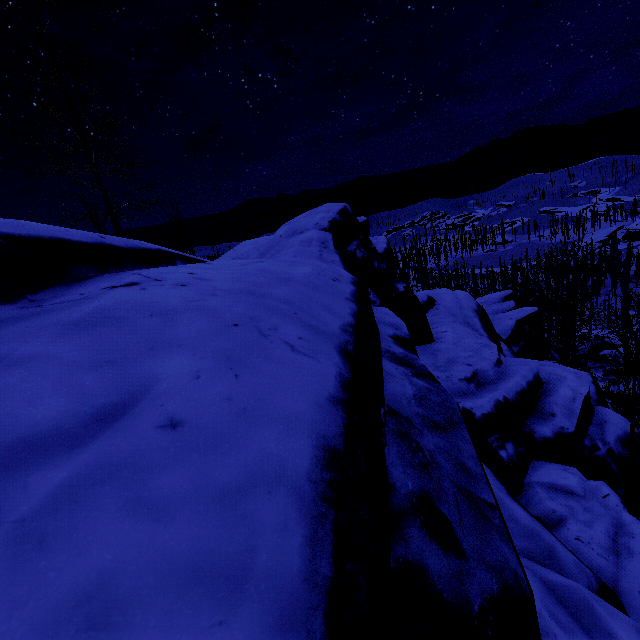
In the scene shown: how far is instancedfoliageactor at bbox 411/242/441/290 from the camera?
27.34m

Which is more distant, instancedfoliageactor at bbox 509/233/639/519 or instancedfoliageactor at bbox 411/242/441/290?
instancedfoliageactor at bbox 411/242/441/290

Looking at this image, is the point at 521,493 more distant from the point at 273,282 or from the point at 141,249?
the point at 141,249

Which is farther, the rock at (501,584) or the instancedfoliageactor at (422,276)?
the instancedfoliageactor at (422,276)

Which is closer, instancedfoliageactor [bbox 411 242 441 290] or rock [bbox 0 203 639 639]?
rock [bbox 0 203 639 639]

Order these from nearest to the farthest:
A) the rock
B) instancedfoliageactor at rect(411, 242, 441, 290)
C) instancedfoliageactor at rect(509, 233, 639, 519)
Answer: the rock
instancedfoliageactor at rect(509, 233, 639, 519)
instancedfoliageactor at rect(411, 242, 441, 290)

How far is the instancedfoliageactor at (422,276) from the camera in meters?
27.3
